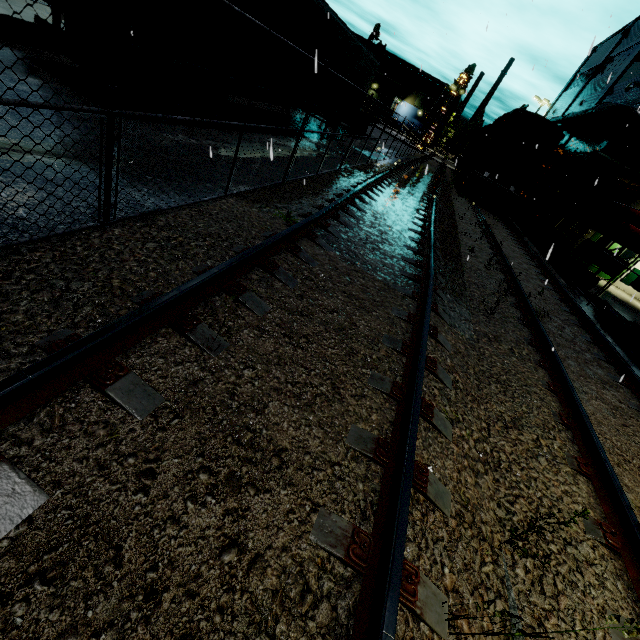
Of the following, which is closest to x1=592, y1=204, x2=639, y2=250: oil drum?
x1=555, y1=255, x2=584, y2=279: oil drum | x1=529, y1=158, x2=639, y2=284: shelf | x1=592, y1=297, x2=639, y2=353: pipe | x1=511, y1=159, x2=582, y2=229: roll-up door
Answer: x1=529, y1=158, x2=639, y2=284: shelf

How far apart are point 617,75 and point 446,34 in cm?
1780

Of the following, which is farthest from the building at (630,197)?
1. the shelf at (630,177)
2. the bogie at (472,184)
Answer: the bogie at (472,184)

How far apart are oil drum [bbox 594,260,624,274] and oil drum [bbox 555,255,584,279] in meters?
0.4 m

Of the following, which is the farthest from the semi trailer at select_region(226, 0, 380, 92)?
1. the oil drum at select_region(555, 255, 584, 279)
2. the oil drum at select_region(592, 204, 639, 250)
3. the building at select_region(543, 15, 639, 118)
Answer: the oil drum at select_region(555, 255, 584, 279)

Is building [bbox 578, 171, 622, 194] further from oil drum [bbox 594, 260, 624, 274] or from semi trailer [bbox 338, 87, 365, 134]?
oil drum [bbox 594, 260, 624, 274]

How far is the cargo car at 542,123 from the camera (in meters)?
17.62
